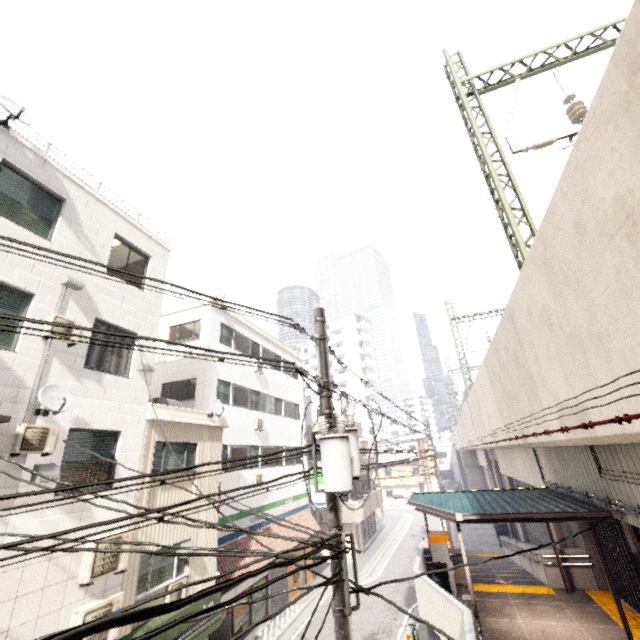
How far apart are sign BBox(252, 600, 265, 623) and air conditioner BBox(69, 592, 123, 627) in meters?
8.9 m

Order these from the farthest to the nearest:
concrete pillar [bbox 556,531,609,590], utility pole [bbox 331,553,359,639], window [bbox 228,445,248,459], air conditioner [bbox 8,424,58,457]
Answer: window [bbox 228,445,248,459], concrete pillar [bbox 556,531,609,590], air conditioner [bbox 8,424,58,457], utility pole [bbox 331,553,359,639]

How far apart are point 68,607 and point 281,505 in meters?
13.0 m

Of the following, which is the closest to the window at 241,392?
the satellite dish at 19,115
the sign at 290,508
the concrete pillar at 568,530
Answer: the sign at 290,508

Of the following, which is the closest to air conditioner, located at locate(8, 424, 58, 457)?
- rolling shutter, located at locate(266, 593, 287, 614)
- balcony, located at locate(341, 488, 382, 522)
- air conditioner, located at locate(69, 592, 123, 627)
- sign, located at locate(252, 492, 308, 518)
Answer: air conditioner, located at locate(69, 592, 123, 627)

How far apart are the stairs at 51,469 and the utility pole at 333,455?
6.3 meters

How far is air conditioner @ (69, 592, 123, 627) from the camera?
7.1 meters

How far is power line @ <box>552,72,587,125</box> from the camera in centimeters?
843cm
